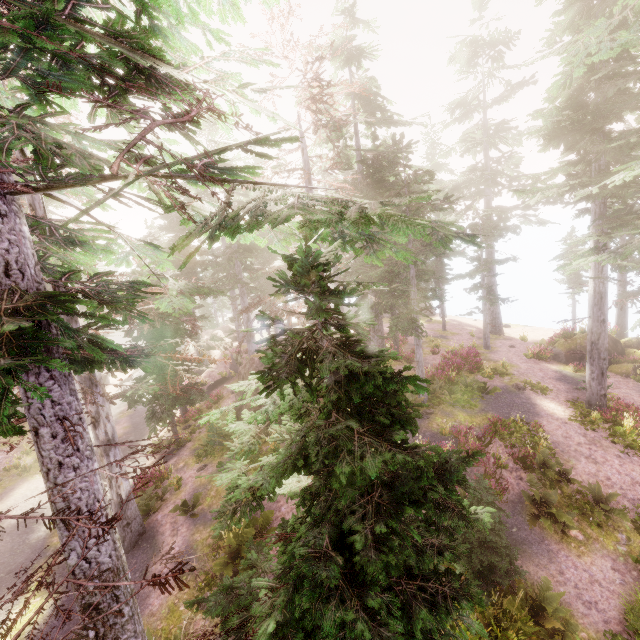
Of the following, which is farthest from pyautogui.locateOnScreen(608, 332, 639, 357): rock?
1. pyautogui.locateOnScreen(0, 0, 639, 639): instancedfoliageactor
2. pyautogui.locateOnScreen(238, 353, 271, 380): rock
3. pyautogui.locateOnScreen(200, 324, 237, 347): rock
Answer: pyautogui.locateOnScreen(200, 324, 237, 347): rock

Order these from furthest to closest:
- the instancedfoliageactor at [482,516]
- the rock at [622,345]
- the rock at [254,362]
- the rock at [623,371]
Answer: the rock at [622,345]
the rock at [623,371]
the rock at [254,362]
the instancedfoliageactor at [482,516]

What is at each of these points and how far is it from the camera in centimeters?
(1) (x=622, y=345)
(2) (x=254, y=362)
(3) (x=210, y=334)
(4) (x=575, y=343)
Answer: (1) rock, 2370cm
(2) rock, 1862cm
(3) rock, 4297cm
(4) rock, 2352cm

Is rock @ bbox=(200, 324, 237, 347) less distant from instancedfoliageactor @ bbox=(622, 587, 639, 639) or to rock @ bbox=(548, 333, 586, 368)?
instancedfoliageactor @ bbox=(622, 587, 639, 639)

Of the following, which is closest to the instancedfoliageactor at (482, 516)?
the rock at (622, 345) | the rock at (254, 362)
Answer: the rock at (254, 362)

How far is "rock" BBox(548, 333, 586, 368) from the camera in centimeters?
2288cm

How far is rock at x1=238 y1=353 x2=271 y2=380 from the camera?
18.4m

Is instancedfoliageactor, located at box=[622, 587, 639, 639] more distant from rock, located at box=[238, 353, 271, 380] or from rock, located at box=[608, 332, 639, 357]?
rock, located at box=[608, 332, 639, 357]
